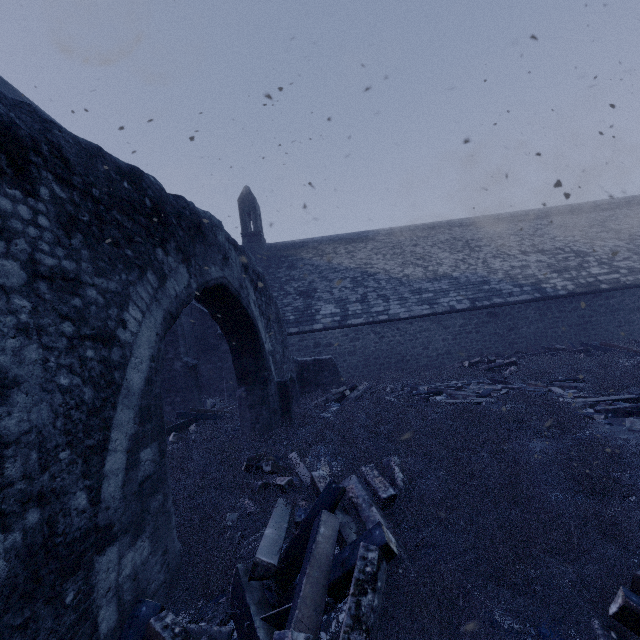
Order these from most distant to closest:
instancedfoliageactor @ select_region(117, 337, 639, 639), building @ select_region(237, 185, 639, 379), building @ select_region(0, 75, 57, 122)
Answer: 1. building @ select_region(237, 185, 639, 379)
2. building @ select_region(0, 75, 57, 122)
3. instancedfoliageactor @ select_region(117, 337, 639, 639)

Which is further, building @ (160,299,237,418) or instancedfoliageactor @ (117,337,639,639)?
building @ (160,299,237,418)

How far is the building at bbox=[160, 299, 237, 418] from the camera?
10.7 meters

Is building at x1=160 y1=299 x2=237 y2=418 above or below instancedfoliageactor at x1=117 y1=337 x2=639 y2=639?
above

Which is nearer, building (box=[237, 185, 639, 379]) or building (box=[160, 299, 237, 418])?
building (box=[160, 299, 237, 418])

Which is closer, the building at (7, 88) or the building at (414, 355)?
the building at (7, 88)

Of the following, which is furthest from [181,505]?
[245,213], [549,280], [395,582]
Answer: [245,213]

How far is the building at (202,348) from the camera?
10.74m
